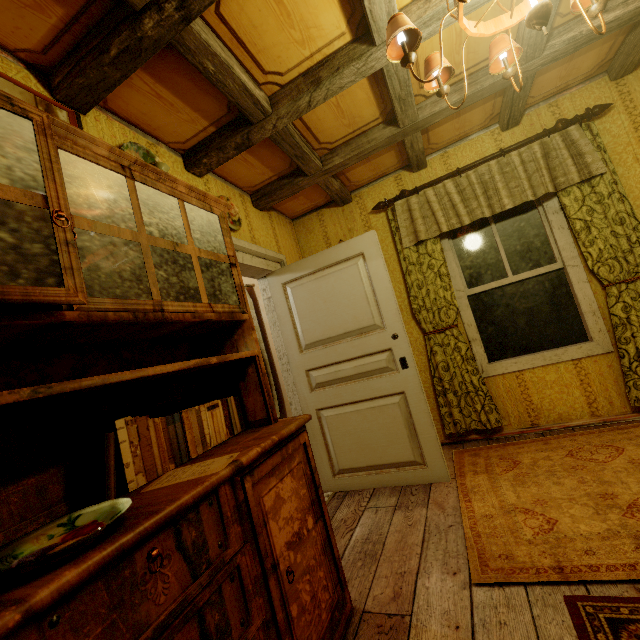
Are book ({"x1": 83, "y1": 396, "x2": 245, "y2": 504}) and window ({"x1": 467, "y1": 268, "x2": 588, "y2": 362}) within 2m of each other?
no

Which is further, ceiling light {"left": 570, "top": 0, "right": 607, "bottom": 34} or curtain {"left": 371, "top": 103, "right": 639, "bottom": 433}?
curtain {"left": 371, "top": 103, "right": 639, "bottom": 433}

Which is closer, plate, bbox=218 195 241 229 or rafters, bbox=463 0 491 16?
rafters, bbox=463 0 491 16

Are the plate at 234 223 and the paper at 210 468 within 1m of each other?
no

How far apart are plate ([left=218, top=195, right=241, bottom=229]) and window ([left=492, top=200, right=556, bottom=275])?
2.1 meters

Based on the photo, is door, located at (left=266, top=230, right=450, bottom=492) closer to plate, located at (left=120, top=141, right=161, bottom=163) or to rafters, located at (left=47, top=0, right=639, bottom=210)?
rafters, located at (left=47, top=0, right=639, bottom=210)

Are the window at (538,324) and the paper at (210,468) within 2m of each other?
no

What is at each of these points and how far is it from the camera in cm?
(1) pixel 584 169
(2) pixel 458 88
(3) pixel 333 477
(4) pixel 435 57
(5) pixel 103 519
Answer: (1) curtain, 268
(2) rafters, 241
(3) door, 286
(4) ceiling light, 159
(5) plate, 85
